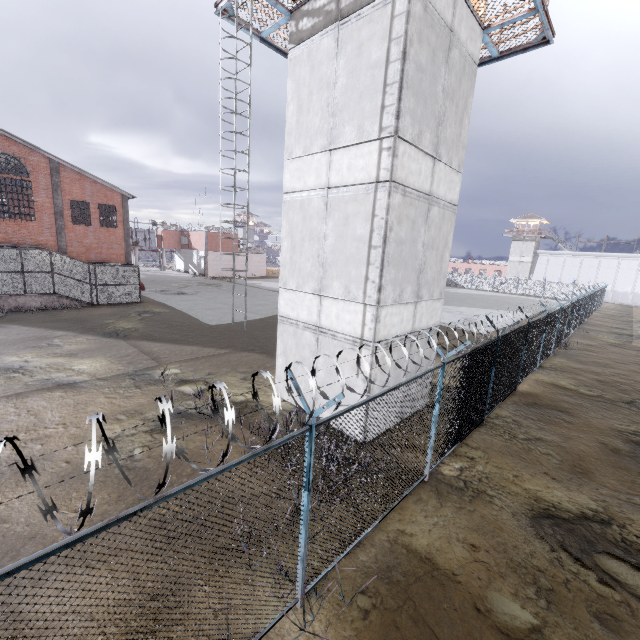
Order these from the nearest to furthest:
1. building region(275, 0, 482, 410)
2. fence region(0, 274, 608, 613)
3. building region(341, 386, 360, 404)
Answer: fence region(0, 274, 608, 613), building region(275, 0, 482, 410), building region(341, 386, 360, 404)

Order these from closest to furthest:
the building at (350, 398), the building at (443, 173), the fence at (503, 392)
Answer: the fence at (503, 392) < the building at (443, 173) < the building at (350, 398)

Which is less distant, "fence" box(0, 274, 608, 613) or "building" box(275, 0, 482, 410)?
"fence" box(0, 274, 608, 613)

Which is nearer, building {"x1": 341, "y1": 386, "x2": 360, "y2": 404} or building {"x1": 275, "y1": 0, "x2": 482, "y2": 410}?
building {"x1": 275, "y1": 0, "x2": 482, "y2": 410}

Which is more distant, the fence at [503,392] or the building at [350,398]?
the building at [350,398]

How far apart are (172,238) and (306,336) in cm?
5476

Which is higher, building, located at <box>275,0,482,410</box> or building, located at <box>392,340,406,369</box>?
building, located at <box>275,0,482,410</box>

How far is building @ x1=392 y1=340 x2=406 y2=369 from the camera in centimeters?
919cm
